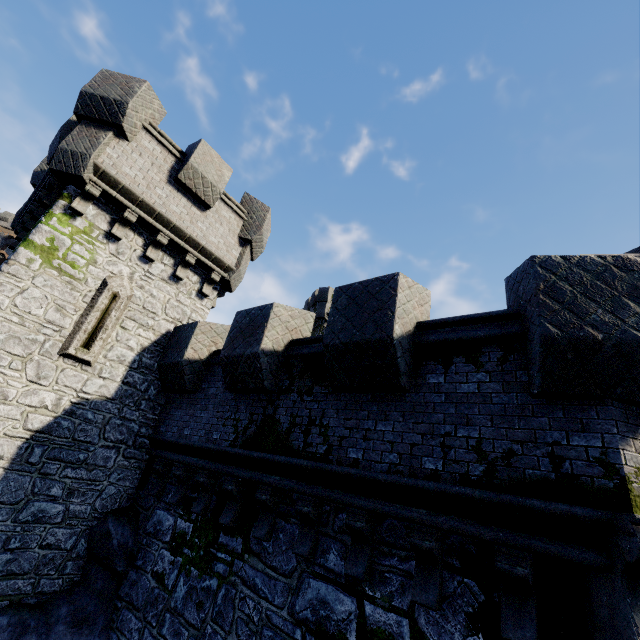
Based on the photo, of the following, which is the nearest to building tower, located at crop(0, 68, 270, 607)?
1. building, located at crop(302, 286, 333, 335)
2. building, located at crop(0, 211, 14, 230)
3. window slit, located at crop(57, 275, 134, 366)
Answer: window slit, located at crop(57, 275, 134, 366)

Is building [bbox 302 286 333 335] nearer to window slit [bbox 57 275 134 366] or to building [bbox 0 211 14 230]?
window slit [bbox 57 275 134 366]

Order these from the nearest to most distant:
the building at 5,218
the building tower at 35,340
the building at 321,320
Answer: the building tower at 35,340 < the building at 321,320 < the building at 5,218

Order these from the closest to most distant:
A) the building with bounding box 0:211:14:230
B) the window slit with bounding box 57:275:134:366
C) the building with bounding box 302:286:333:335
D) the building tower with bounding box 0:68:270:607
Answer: the building tower with bounding box 0:68:270:607 → the window slit with bounding box 57:275:134:366 → the building with bounding box 302:286:333:335 → the building with bounding box 0:211:14:230

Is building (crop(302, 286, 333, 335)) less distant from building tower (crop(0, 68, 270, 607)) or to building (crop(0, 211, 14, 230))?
building tower (crop(0, 68, 270, 607))

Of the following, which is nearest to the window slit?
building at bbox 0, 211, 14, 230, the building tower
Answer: the building tower

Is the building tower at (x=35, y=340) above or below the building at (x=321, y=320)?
below

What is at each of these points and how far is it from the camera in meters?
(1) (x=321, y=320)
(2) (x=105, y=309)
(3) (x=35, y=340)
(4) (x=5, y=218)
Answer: (1) building, 35.5 m
(2) window slit, 8.4 m
(3) building tower, 7.3 m
(4) building, 54.8 m
